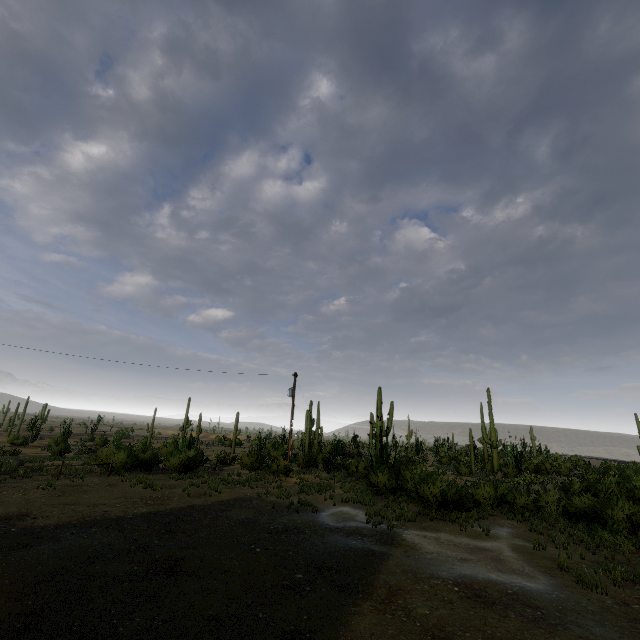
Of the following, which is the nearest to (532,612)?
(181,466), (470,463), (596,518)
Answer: (596,518)
